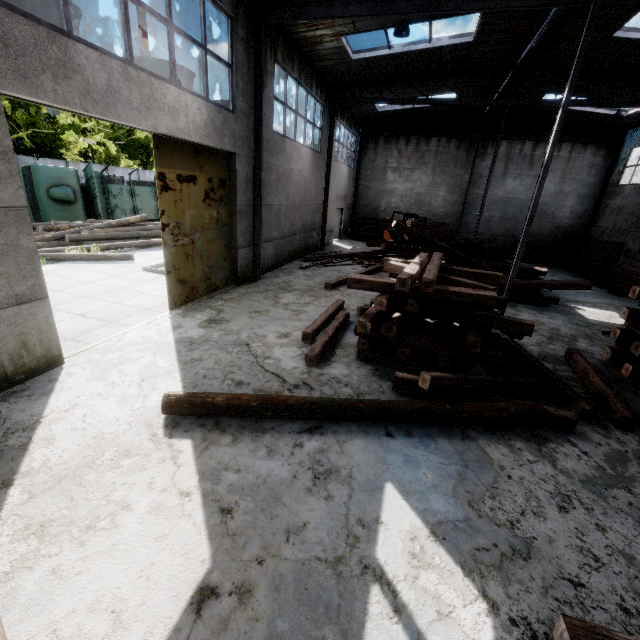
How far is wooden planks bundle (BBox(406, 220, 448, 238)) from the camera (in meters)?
17.16

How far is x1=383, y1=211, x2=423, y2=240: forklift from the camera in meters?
18.7

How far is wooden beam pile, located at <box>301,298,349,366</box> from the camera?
6.0 meters

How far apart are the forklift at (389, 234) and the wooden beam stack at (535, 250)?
6.4 meters

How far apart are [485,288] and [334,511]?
4.65m

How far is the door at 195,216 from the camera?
7.12m

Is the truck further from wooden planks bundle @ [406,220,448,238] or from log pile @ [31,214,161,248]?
wooden planks bundle @ [406,220,448,238]

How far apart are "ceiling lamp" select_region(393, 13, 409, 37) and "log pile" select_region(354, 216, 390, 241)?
14.9 meters
